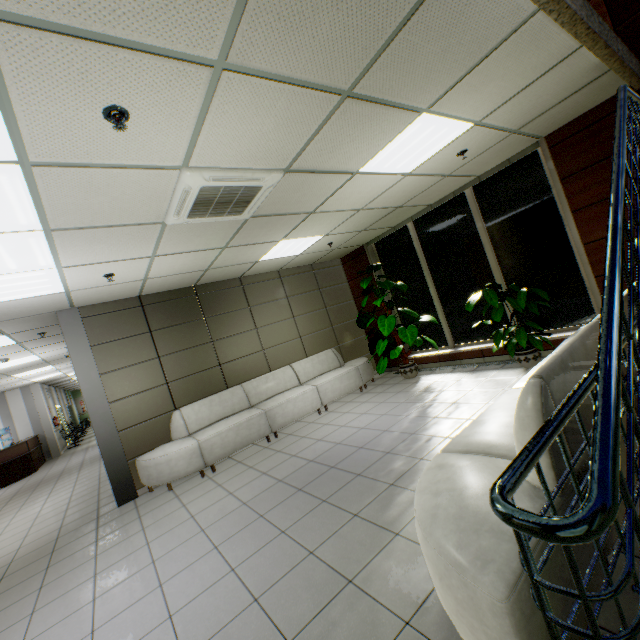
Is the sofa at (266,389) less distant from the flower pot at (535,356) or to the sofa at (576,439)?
the flower pot at (535,356)

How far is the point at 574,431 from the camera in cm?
172

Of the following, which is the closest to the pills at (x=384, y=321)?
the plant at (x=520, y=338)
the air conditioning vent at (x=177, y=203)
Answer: the plant at (x=520, y=338)

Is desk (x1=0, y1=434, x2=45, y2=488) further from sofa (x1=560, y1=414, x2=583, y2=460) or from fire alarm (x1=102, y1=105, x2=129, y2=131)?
sofa (x1=560, y1=414, x2=583, y2=460)

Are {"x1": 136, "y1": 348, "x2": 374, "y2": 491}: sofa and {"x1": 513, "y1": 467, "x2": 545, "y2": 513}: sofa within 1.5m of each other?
no

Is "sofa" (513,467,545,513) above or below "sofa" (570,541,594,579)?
above

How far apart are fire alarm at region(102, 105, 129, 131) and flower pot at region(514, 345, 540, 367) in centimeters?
564cm
